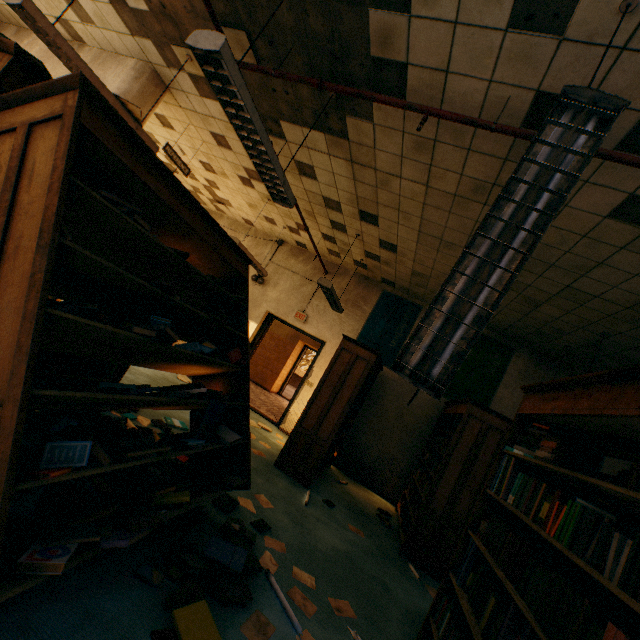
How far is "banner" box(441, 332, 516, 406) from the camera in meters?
6.4

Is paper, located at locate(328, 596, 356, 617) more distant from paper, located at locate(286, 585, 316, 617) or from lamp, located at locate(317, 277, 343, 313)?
lamp, located at locate(317, 277, 343, 313)

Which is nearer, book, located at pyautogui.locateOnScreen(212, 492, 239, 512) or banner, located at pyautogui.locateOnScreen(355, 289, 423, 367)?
book, located at pyautogui.locateOnScreen(212, 492, 239, 512)

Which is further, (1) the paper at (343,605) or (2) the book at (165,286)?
(1) the paper at (343,605)

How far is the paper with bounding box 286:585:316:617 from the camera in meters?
2.3

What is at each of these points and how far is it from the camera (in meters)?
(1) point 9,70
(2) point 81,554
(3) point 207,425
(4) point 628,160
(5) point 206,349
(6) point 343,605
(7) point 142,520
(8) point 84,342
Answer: (1) book, 1.71
(2) bookcase, 1.30
(3) book, 2.28
(4) sprinkler pipe, 2.09
(5) book, 2.44
(6) paper, 2.56
(7) book, 1.49
(8) bookcase, 1.73

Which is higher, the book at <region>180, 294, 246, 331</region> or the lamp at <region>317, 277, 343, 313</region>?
the lamp at <region>317, 277, 343, 313</region>

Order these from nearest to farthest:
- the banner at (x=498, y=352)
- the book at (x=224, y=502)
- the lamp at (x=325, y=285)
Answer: the book at (x=224, y=502) → the lamp at (x=325, y=285) → the banner at (x=498, y=352)
